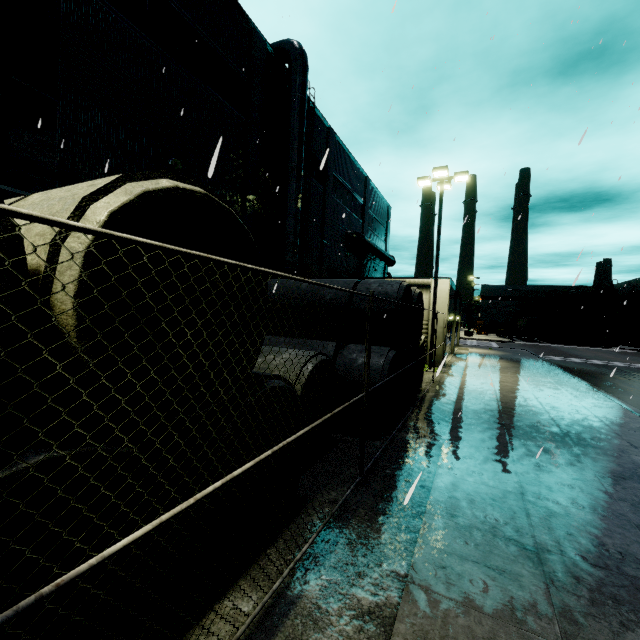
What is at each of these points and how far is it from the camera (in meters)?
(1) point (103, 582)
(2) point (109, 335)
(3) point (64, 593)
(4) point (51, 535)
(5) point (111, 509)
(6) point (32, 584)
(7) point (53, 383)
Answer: (1) concrete pipe stack, 2.63
(2) concrete pipe stack, 4.38
(3) concrete pipe stack, 2.65
(4) concrete pipe stack, 3.05
(5) concrete pipe stack, 2.86
(6) concrete pipe stack, 2.78
(7) concrete pipe stack, 1.90

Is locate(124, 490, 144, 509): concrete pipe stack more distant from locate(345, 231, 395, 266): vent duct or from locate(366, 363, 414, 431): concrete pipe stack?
locate(345, 231, 395, 266): vent duct

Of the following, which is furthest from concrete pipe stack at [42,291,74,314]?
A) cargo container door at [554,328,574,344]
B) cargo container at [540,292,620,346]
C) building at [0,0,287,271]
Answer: cargo container door at [554,328,574,344]

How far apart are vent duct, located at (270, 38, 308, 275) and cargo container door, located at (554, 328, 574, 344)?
50.1m

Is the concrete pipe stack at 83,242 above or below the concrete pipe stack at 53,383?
above

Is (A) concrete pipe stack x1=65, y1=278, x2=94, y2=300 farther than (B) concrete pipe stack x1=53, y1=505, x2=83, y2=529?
No

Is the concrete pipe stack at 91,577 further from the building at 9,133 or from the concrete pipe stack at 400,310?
the concrete pipe stack at 400,310

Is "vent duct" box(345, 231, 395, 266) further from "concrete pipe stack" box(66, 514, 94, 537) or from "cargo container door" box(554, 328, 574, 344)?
"cargo container door" box(554, 328, 574, 344)
